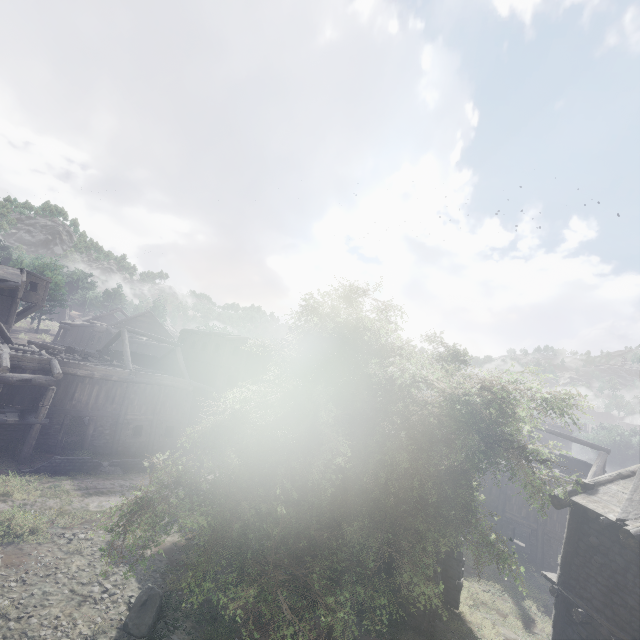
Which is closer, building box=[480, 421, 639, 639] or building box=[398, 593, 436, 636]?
building box=[480, 421, 639, 639]

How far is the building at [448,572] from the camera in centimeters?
1259cm

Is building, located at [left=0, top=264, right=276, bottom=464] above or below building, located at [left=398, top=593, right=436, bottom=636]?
above

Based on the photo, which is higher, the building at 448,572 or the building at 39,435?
the building at 39,435

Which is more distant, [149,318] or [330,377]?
[149,318]
